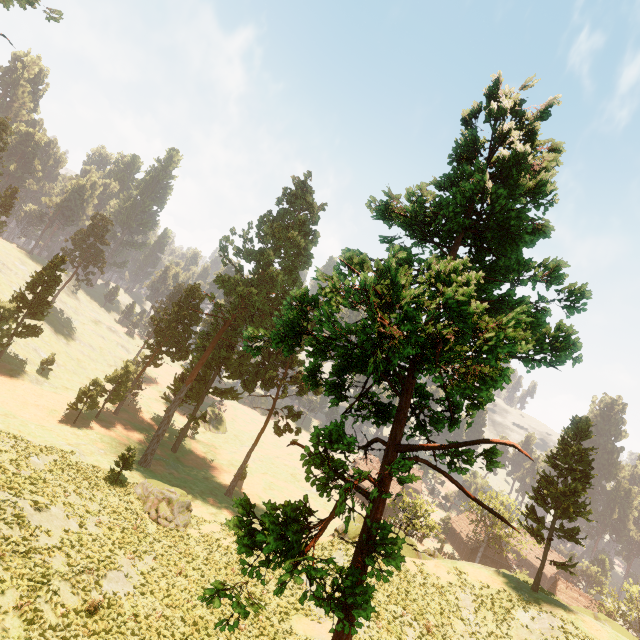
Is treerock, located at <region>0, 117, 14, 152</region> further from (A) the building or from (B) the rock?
(B) the rock

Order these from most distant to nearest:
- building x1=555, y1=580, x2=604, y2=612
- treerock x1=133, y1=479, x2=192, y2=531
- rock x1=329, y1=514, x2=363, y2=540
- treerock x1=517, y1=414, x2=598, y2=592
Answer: building x1=555, y1=580, x2=604, y2=612, rock x1=329, y1=514, x2=363, y2=540, treerock x1=517, y1=414, x2=598, y2=592, treerock x1=133, y1=479, x2=192, y2=531

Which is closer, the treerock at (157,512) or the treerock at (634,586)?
the treerock at (157,512)

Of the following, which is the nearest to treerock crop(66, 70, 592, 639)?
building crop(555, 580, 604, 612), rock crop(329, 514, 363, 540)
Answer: building crop(555, 580, 604, 612)

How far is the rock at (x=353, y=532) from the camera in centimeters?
3091cm

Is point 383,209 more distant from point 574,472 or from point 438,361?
point 574,472

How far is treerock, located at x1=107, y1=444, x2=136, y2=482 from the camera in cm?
2969
